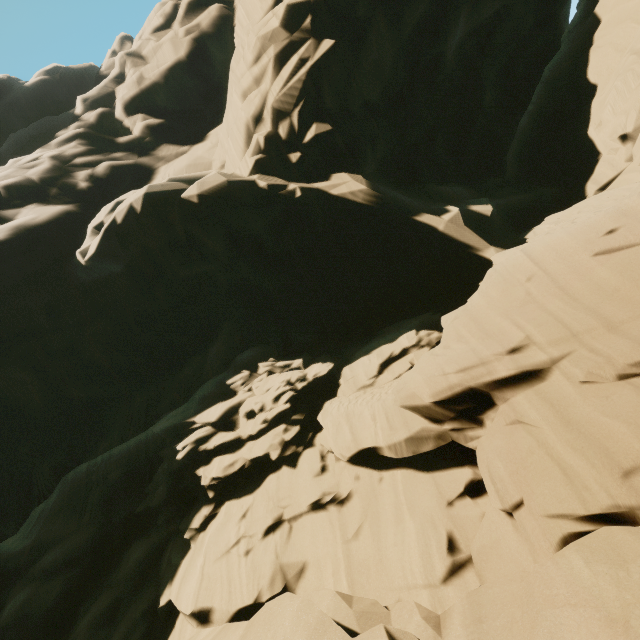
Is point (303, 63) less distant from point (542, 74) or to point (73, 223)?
point (542, 74)
